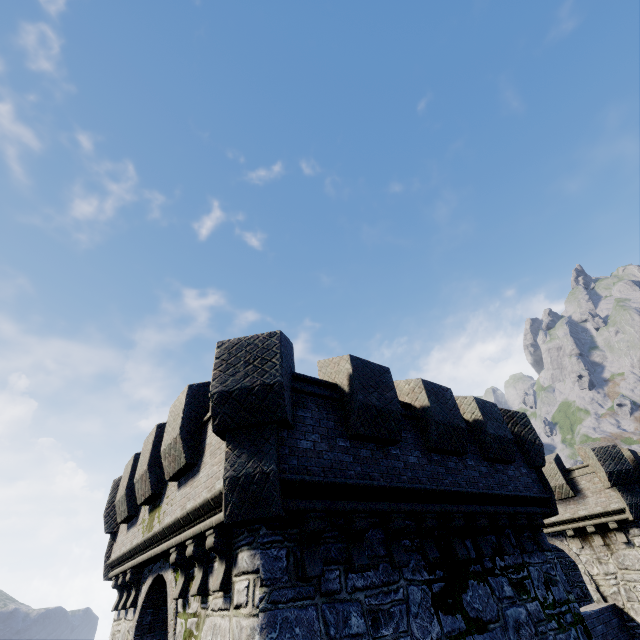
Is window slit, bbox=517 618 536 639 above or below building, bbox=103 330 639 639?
below

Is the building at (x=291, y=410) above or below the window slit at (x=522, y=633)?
above

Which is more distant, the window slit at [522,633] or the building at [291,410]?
the window slit at [522,633]

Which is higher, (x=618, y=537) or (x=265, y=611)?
(x=618, y=537)

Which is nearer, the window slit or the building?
the building
